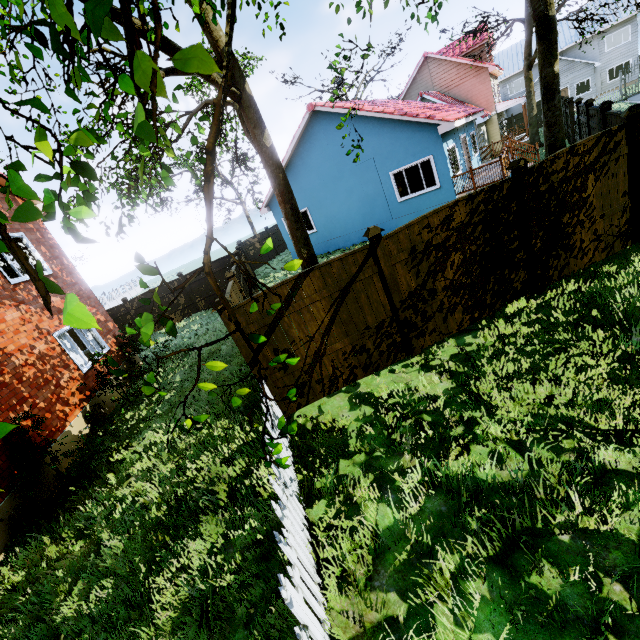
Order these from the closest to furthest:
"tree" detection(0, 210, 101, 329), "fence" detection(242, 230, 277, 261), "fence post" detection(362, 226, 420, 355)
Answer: "tree" detection(0, 210, 101, 329) < "fence post" detection(362, 226, 420, 355) < "fence" detection(242, 230, 277, 261)

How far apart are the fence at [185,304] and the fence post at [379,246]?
14.2 meters

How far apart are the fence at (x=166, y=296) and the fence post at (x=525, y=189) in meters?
15.7

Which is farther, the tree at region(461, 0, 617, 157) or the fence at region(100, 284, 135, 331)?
the fence at region(100, 284, 135, 331)

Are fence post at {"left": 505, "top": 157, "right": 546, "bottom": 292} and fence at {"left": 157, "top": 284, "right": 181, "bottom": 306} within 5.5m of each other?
no

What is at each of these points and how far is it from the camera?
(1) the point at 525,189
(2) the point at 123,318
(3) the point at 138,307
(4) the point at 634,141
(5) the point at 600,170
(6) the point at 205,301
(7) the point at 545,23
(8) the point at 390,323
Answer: (1) fence post, 5.7 meters
(2) fence, 17.1 meters
(3) fence, 17.1 meters
(4) fence post, 5.9 meters
(5) fence, 6.0 meters
(6) fence, 17.8 meters
(7) tree, 8.2 meters
(8) fence, 6.0 meters

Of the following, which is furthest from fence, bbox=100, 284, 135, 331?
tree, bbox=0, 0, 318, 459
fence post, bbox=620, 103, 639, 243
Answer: tree, bbox=0, 0, 318, 459

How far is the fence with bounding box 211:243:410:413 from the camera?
5.5 meters
